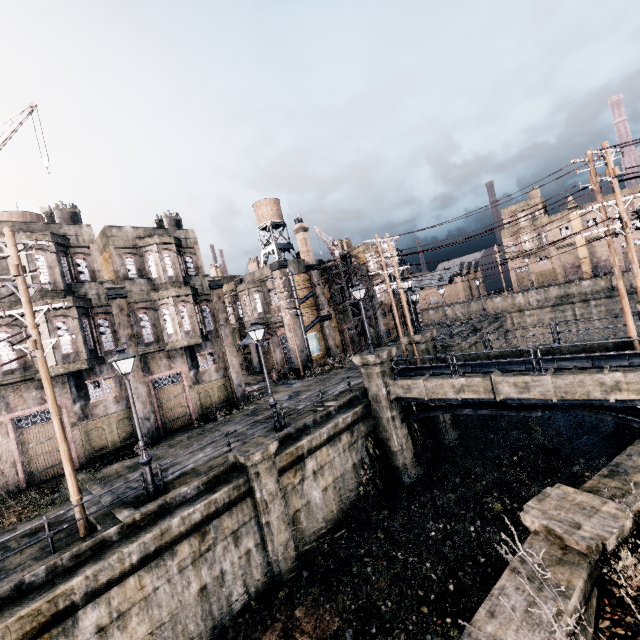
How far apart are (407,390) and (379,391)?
1.7 meters

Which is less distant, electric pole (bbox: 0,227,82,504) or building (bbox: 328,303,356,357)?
electric pole (bbox: 0,227,82,504)

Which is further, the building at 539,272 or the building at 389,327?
the building at 539,272

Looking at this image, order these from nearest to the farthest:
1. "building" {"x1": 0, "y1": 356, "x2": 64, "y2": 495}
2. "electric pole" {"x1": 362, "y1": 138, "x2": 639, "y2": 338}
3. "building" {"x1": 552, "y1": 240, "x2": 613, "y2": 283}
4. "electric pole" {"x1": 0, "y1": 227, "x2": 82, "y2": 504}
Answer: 1. "electric pole" {"x1": 0, "y1": 227, "x2": 82, "y2": 504}
2. "electric pole" {"x1": 362, "y1": 138, "x2": 639, "y2": 338}
3. "building" {"x1": 0, "y1": 356, "x2": 64, "y2": 495}
4. "building" {"x1": 552, "y1": 240, "x2": 613, "y2": 283}

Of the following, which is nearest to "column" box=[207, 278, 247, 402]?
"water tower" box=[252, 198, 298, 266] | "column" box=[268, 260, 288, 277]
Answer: "column" box=[268, 260, 288, 277]

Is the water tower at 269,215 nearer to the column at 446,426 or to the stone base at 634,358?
the column at 446,426

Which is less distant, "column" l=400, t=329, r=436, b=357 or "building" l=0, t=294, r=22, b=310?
"building" l=0, t=294, r=22, b=310

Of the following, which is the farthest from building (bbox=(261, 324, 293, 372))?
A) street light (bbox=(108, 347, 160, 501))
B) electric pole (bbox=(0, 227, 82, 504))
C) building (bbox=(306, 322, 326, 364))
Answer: electric pole (bbox=(0, 227, 82, 504))
